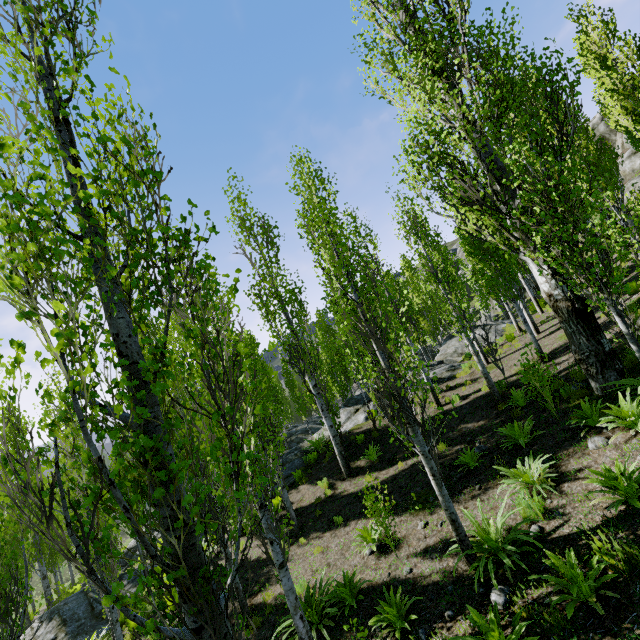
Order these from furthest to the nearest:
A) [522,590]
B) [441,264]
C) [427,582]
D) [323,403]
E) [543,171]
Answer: [323,403]
[441,264]
[543,171]
[427,582]
[522,590]

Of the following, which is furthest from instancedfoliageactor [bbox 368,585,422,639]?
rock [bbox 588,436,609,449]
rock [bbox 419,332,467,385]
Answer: rock [bbox 588,436,609,449]

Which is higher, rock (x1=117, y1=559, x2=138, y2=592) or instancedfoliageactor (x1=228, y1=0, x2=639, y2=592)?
instancedfoliageactor (x1=228, y1=0, x2=639, y2=592)

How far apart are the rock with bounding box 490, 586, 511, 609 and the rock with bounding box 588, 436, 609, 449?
3.4m

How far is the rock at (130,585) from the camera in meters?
15.4

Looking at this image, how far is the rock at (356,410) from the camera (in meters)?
16.63

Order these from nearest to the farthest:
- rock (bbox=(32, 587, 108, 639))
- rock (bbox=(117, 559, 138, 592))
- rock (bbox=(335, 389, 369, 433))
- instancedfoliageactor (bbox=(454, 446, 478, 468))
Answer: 1. instancedfoliageactor (bbox=(454, 446, 478, 468))
2. rock (bbox=(32, 587, 108, 639))
3. rock (bbox=(117, 559, 138, 592))
4. rock (bbox=(335, 389, 369, 433))

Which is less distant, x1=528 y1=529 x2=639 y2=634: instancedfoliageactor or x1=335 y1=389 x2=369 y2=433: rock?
x1=528 y1=529 x2=639 y2=634: instancedfoliageactor
